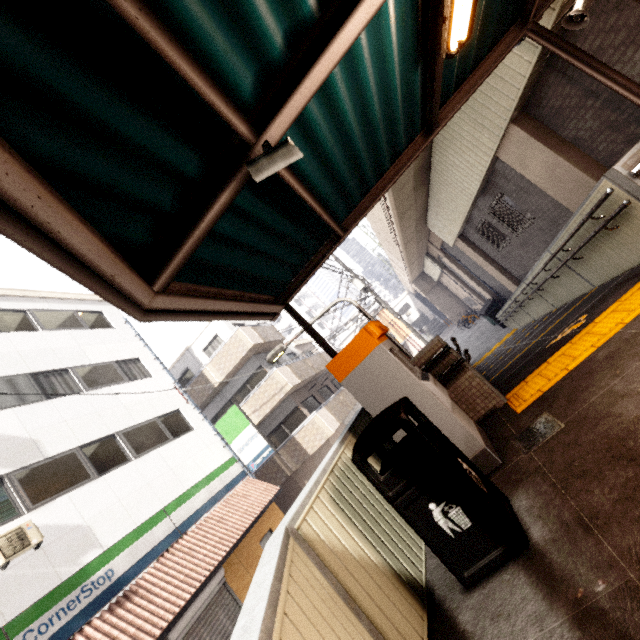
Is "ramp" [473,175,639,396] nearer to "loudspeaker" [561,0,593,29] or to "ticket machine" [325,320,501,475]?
"ticket machine" [325,320,501,475]

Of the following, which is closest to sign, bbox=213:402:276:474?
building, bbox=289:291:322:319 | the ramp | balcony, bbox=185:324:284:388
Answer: balcony, bbox=185:324:284:388

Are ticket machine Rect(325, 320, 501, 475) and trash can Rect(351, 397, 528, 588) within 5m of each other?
yes

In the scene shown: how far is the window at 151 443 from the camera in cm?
1071

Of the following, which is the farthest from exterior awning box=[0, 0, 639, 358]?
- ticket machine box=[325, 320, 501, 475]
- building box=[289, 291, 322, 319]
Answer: building box=[289, 291, 322, 319]

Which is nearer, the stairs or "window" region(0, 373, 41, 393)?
"window" region(0, 373, 41, 393)

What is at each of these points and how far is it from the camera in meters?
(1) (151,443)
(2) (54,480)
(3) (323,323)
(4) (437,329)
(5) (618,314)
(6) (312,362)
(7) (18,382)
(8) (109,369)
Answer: (1) window, 11.4 m
(2) window, 8.5 m
(3) building, 57.9 m
(4) stairs, 47.5 m
(5) groundtactileadastrip, 3.6 m
(6) balcony, 20.8 m
(7) window, 9.8 m
(8) window, 12.6 m

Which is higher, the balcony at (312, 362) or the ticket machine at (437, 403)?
the balcony at (312, 362)
